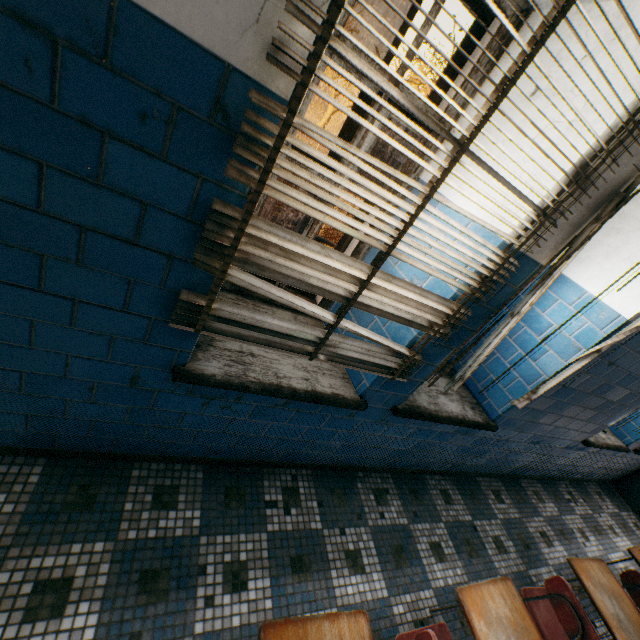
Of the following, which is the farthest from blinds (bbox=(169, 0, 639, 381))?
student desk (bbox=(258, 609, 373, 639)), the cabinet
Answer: the cabinet

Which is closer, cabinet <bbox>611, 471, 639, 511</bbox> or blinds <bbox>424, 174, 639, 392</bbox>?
blinds <bbox>424, 174, 639, 392</bbox>

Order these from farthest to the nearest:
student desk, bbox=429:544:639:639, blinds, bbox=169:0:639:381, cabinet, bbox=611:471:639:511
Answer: cabinet, bbox=611:471:639:511 → student desk, bbox=429:544:639:639 → blinds, bbox=169:0:639:381

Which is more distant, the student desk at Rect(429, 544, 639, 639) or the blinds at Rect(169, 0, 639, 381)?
the student desk at Rect(429, 544, 639, 639)

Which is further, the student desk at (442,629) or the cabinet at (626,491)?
the cabinet at (626,491)

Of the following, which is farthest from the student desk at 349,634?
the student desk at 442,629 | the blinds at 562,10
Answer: the blinds at 562,10

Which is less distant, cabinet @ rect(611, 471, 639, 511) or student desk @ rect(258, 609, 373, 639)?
student desk @ rect(258, 609, 373, 639)

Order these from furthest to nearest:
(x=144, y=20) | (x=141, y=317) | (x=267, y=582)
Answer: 1. (x=267, y=582)
2. (x=141, y=317)
3. (x=144, y=20)
